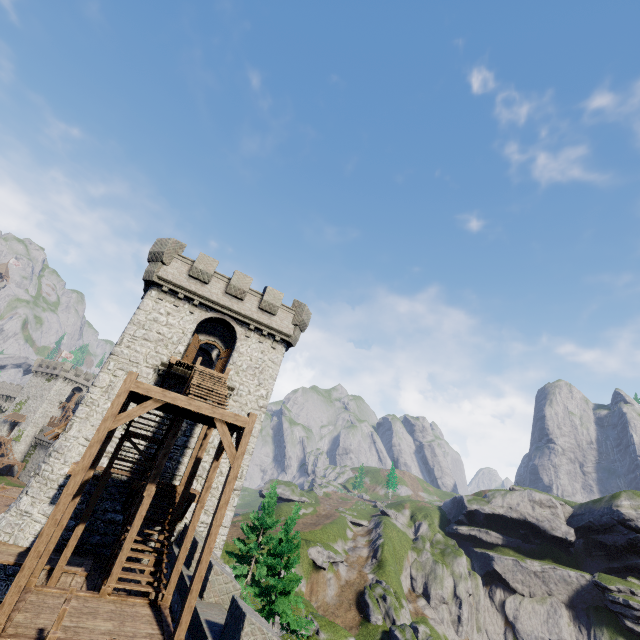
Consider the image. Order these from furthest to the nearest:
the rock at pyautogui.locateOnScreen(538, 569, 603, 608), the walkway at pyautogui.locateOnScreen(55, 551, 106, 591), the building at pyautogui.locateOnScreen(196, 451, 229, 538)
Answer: the rock at pyautogui.locateOnScreen(538, 569, 603, 608) < the building at pyautogui.locateOnScreen(196, 451, 229, 538) < the walkway at pyautogui.locateOnScreen(55, 551, 106, 591)

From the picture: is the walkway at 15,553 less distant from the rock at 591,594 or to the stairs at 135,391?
the stairs at 135,391

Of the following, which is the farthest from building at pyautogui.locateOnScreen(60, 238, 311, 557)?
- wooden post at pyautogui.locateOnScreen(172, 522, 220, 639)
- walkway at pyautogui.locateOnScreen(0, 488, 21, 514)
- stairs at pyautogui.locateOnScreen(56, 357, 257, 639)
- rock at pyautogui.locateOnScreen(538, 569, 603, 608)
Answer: rock at pyautogui.locateOnScreen(538, 569, 603, 608)

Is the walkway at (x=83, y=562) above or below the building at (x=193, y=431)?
below

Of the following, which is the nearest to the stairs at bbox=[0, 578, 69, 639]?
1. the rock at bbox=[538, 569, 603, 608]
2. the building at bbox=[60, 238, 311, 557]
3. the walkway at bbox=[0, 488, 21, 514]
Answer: the walkway at bbox=[0, 488, 21, 514]

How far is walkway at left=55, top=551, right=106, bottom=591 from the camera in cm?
1170

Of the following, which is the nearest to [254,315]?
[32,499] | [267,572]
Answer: [32,499]

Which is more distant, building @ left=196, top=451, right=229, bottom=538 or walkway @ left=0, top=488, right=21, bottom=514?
walkway @ left=0, top=488, right=21, bottom=514
